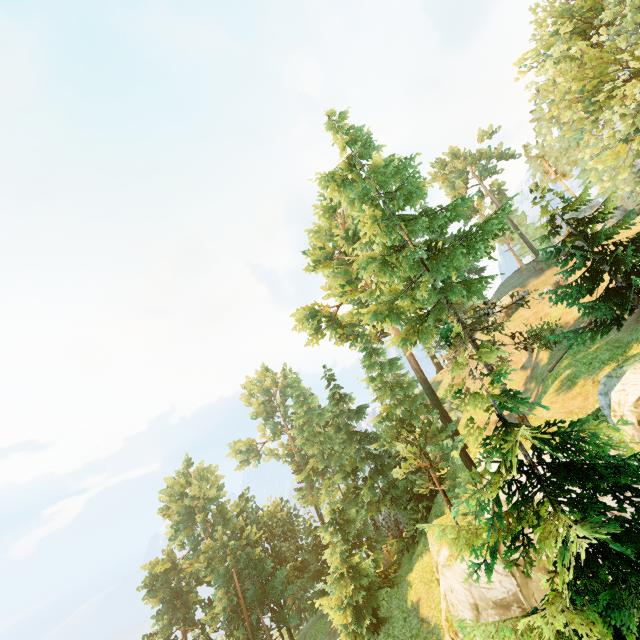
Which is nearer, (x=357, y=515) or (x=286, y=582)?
(x=357, y=515)
